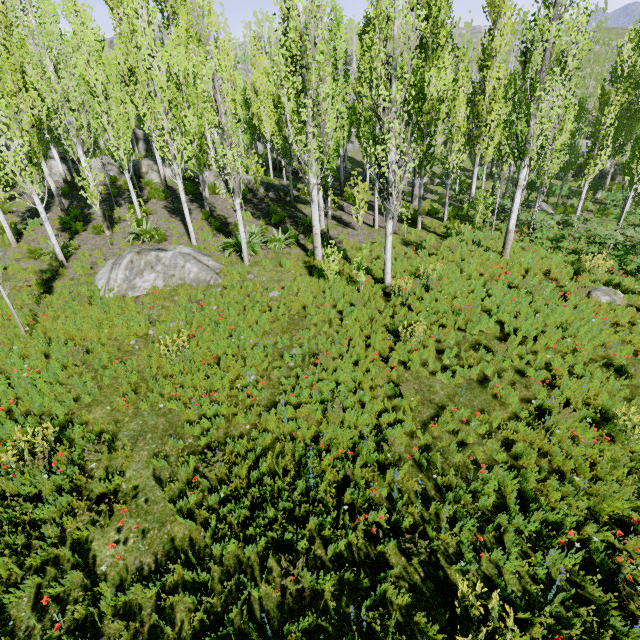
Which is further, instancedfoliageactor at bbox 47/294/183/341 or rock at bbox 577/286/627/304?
rock at bbox 577/286/627/304

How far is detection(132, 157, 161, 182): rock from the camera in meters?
22.5

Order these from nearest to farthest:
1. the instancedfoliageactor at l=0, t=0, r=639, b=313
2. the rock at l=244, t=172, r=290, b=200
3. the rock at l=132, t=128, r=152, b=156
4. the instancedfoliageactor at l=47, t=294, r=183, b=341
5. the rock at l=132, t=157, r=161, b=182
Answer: the instancedfoliageactor at l=47, t=294, r=183, b=341 < the instancedfoliageactor at l=0, t=0, r=639, b=313 < the rock at l=244, t=172, r=290, b=200 < the rock at l=132, t=157, r=161, b=182 < the rock at l=132, t=128, r=152, b=156

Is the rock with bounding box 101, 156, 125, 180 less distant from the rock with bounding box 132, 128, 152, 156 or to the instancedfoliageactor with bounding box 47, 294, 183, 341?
the instancedfoliageactor with bounding box 47, 294, 183, 341

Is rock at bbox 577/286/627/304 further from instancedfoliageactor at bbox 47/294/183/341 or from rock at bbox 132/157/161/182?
rock at bbox 132/157/161/182

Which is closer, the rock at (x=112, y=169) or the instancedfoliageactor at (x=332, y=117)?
the instancedfoliageactor at (x=332, y=117)

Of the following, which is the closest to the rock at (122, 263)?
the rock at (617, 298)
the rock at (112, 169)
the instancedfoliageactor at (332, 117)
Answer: the instancedfoliageactor at (332, 117)

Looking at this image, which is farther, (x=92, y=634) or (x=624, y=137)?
(x=624, y=137)
